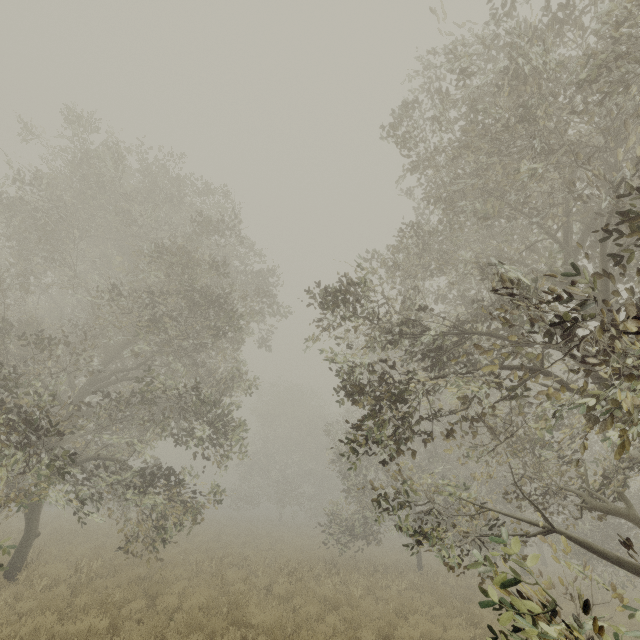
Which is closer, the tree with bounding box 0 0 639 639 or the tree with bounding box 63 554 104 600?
the tree with bounding box 0 0 639 639

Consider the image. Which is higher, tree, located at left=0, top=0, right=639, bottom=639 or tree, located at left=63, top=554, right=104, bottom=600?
tree, located at left=0, top=0, right=639, bottom=639

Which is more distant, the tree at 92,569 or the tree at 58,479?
the tree at 92,569

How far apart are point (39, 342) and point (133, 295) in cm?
267

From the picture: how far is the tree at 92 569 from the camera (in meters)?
8.26

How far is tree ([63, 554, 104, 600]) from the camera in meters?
8.3 m
